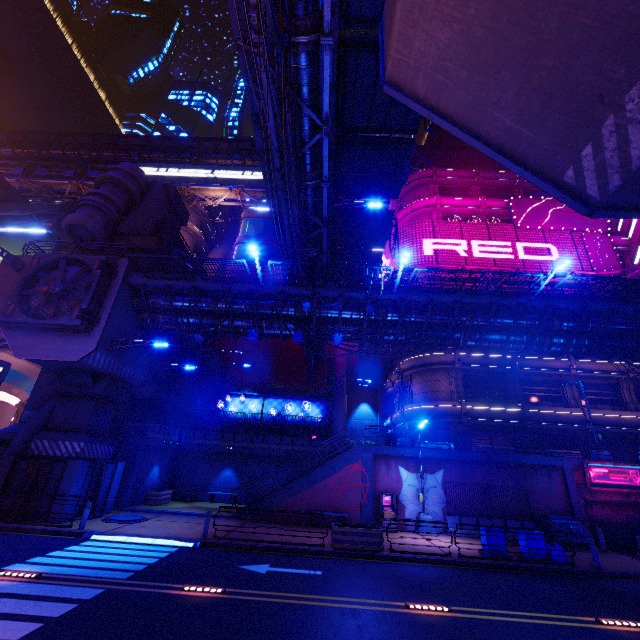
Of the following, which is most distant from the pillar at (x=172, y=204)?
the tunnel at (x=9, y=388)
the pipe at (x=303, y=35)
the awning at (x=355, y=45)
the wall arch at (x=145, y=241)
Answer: the awning at (x=355, y=45)

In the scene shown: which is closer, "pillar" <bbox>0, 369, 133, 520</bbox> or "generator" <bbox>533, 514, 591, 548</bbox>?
"pillar" <bbox>0, 369, 133, 520</bbox>

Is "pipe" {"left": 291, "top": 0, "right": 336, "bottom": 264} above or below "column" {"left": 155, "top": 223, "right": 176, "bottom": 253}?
below

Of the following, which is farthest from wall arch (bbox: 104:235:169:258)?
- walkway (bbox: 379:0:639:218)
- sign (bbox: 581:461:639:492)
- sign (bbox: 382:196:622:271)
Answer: sign (bbox: 581:461:639:492)

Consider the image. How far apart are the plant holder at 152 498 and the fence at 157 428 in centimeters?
342cm

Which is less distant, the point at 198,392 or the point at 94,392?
the point at 94,392

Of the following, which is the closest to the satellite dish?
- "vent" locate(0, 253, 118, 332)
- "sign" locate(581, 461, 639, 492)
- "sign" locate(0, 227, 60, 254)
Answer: "sign" locate(581, 461, 639, 492)

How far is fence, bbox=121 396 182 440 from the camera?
22.3 meters
